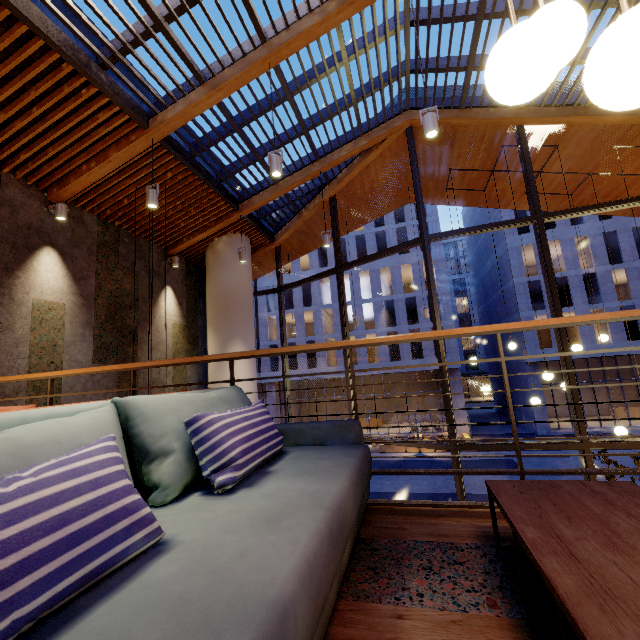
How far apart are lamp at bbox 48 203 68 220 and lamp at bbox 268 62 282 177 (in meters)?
3.68

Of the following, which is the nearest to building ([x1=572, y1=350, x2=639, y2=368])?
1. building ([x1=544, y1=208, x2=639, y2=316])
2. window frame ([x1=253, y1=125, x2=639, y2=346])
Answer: building ([x1=544, y1=208, x2=639, y2=316])

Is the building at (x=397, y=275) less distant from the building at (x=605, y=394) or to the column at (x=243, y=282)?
the building at (x=605, y=394)

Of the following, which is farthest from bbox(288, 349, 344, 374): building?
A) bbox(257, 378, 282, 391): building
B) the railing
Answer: the railing

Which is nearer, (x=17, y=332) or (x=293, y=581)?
(x=293, y=581)

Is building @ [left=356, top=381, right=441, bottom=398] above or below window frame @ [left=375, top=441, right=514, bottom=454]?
below

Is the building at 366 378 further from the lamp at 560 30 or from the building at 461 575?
the lamp at 560 30

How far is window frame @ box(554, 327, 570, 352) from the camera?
5.5 meters
